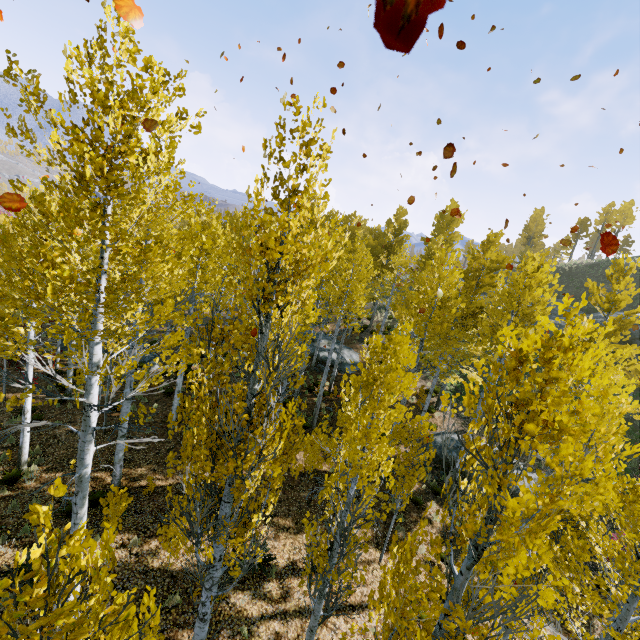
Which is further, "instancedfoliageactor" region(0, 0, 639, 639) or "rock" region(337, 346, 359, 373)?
"rock" region(337, 346, 359, 373)

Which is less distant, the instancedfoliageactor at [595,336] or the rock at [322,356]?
the instancedfoliageactor at [595,336]

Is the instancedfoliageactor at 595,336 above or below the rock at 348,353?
above

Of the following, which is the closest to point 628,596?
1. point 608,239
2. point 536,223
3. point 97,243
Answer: point 608,239

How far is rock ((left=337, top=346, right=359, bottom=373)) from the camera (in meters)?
22.19

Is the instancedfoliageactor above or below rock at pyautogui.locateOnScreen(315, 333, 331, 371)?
above
